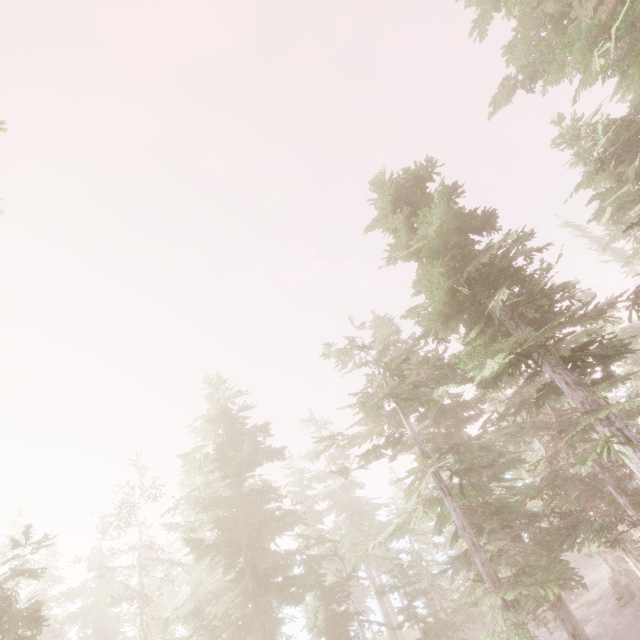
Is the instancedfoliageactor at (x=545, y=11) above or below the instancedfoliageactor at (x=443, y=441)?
above

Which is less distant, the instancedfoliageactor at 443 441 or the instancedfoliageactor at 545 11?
the instancedfoliageactor at 545 11

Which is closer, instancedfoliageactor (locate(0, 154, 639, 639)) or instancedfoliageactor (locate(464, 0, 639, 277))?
instancedfoliageactor (locate(464, 0, 639, 277))

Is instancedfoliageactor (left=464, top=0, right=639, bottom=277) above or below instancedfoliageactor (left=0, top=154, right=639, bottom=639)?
above

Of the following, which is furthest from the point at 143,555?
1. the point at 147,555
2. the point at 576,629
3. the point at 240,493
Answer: the point at 576,629
